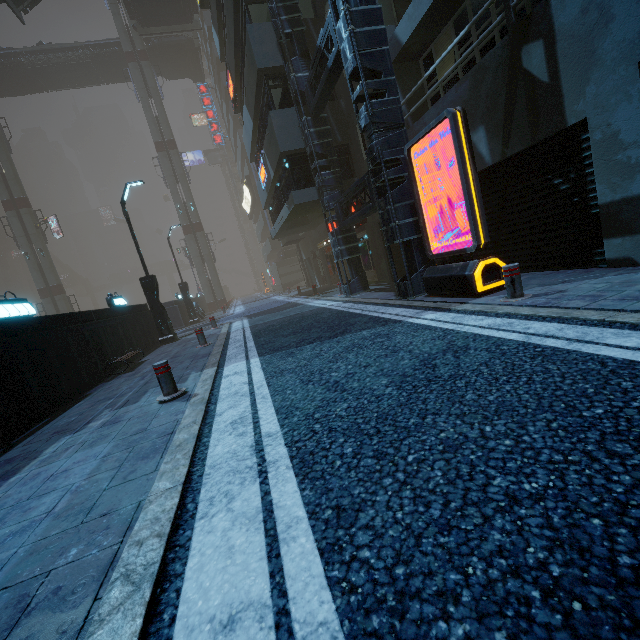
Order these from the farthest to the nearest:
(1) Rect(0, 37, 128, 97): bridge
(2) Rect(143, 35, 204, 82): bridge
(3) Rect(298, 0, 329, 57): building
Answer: (2) Rect(143, 35, 204, 82): bridge, (1) Rect(0, 37, 128, 97): bridge, (3) Rect(298, 0, 329, 57): building

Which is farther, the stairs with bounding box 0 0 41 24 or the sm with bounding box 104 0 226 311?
the sm with bounding box 104 0 226 311

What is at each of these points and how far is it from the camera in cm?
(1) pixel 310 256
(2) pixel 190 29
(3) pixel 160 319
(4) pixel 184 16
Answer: (1) building, 2511
(2) stairs, 2962
(3) street light, 1388
(4) bridge, 2859

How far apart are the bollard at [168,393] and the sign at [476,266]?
5.42m

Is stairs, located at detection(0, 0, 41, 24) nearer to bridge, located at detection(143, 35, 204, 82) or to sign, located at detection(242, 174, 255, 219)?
bridge, located at detection(143, 35, 204, 82)

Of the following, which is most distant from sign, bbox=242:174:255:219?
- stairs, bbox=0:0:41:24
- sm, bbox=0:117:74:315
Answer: stairs, bbox=0:0:41:24

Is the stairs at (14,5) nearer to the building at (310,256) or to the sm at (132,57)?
the building at (310,256)

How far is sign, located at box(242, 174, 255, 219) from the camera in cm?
3697
